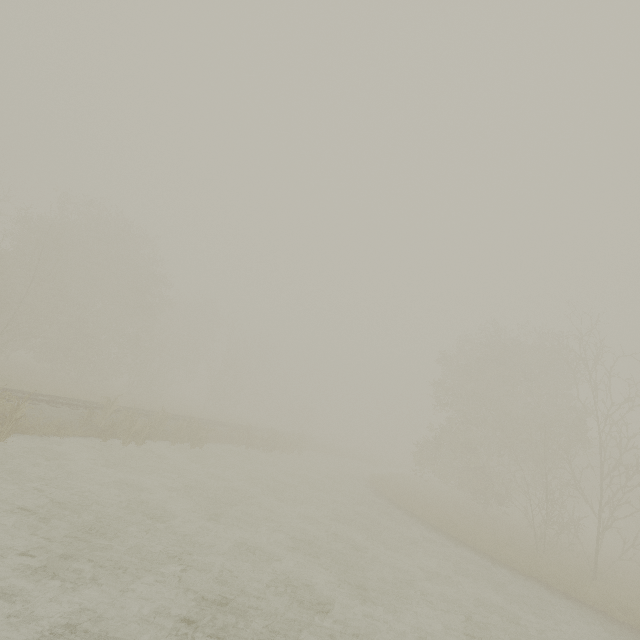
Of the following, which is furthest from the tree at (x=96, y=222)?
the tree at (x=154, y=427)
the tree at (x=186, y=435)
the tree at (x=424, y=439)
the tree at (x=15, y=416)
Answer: the tree at (x=15, y=416)

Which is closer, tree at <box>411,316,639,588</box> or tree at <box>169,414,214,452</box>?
tree at <box>411,316,639,588</box>

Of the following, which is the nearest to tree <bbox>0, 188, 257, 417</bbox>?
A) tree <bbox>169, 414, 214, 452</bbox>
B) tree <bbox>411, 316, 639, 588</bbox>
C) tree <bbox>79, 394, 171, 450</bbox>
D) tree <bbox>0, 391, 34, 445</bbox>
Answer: tree <bbox>411, 316, 639, 588</bbox>

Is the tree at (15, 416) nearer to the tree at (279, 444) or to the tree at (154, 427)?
the tree at (154, 427)

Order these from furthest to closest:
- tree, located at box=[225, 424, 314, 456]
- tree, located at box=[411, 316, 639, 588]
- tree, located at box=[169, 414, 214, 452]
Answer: tree, located at box=[225, 424, 314, 456]
tree, located at box=[169, 414, 214, 452]
tree, located at box=[411, 316, 639, 588]

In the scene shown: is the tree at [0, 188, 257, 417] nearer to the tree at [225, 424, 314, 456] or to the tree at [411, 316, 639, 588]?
the tree at [411, 316, 639, 588]

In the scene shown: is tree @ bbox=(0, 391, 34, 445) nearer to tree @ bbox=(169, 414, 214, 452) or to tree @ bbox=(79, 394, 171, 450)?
tree @ bbox=(79, 394, 171, 450)

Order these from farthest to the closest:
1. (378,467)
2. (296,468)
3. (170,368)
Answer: (378,467), (170,368), (296,468)
